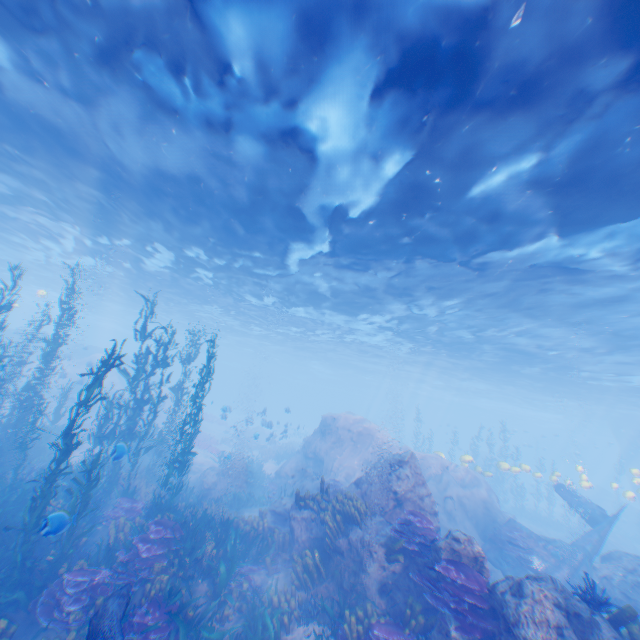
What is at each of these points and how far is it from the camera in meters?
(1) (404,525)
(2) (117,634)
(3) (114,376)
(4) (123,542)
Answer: (1) instancedfoliageactor, 8.7
(2) eel, 4.7
(3) rock, 33.1
(4) instancedfoliageactor, 8.4

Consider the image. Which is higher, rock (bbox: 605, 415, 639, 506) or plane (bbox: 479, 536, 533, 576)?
rock (bbox: 605, 415, 639, 506)

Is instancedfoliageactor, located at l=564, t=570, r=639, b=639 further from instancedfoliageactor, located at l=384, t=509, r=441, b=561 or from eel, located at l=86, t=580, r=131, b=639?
eel, located at l=86, t=580, r=131, b=639

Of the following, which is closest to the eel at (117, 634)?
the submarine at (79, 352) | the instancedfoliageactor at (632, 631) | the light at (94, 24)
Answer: the submarine at (79, 352)

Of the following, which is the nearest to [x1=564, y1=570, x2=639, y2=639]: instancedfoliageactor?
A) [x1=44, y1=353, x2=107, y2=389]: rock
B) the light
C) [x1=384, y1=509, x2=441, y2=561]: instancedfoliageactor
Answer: [x1=44, y1=353, x2=107, y2=389]: rock

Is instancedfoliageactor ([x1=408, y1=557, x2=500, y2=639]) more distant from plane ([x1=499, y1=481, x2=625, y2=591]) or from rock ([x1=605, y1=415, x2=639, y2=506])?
plane ([x1=499, y1=481, x2=625, y2=591])

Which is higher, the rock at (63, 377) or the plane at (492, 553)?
the rock at (63, 377)

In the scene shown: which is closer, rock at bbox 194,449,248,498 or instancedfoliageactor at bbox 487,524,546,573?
instancedfoliageactor at bbox 487,524,546,573
